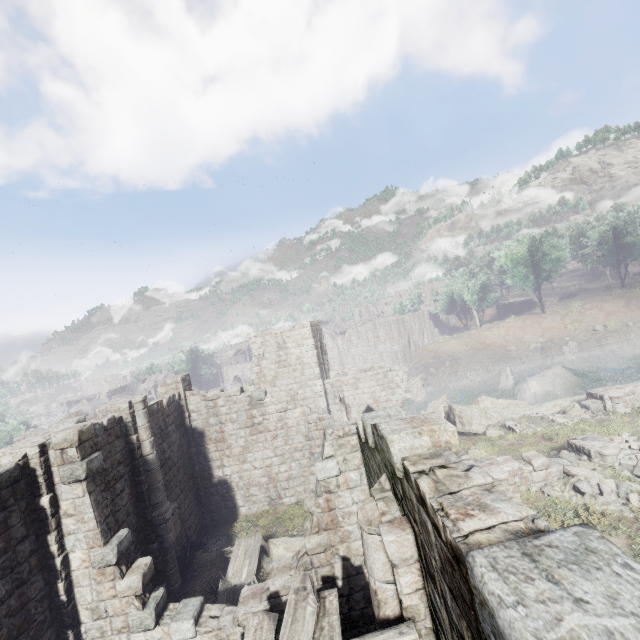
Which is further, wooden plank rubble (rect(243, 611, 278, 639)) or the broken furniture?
the broken furniture

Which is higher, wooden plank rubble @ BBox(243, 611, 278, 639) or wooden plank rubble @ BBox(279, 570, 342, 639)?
wooden plank rubble @ BBox(279, 570, 342, 639)

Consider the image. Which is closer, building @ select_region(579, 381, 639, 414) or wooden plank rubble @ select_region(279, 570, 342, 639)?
wooden plank rubble @ select_region(279, 570, 342, 639)

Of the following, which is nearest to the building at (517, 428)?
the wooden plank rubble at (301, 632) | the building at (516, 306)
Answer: the building at (516, 306)

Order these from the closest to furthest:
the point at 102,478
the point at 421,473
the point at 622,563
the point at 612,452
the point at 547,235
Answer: the point at 622,563
the point at 421,473
the point at 102,478
the point at 612,452
the point at 547,235

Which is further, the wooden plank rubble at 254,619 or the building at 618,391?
the building at 618,391

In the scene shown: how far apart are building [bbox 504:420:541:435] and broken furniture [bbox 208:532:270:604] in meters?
14.5 m

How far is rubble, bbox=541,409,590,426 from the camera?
18.08m
